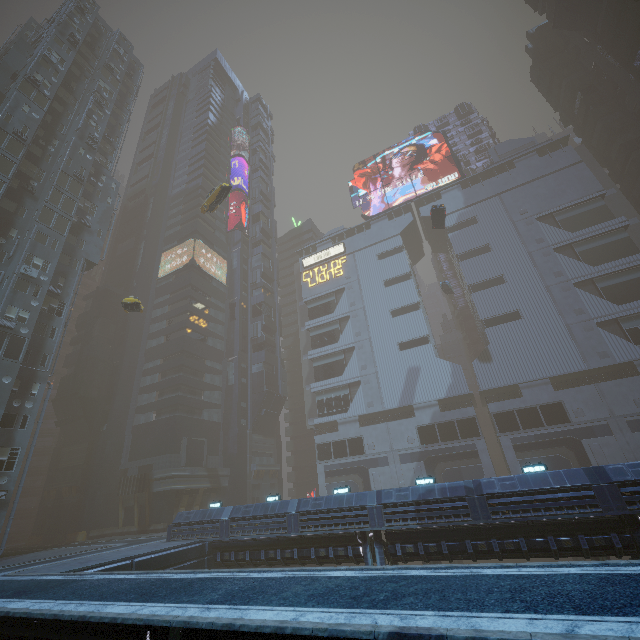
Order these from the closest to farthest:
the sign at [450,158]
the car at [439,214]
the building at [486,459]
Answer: the building at [486,459] → the car at [439,214] → the sign at [450,158]

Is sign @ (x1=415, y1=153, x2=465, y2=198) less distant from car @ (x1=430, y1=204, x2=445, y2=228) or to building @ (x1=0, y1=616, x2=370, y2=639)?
building @ (x1=0, y1=616, x2=370, y2=639)

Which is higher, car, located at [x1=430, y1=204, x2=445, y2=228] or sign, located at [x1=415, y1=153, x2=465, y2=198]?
sign, located at [x1=415, y1=153, x2=465, y2=198]

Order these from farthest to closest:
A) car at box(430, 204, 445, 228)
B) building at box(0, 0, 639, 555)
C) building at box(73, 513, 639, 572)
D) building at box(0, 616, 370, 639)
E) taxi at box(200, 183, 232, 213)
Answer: car at box(430, 204, 445, 228) < taxi at box(200, 183, 232, 213) < building at box(0, 0, 639, 555) < building at box(73, 513, 639, 572) < building at box(0, 616, 370, 639)

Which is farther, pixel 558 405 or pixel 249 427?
pixel 249 427

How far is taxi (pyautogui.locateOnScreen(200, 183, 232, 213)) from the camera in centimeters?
3325cm

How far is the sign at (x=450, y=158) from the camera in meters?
57.7
